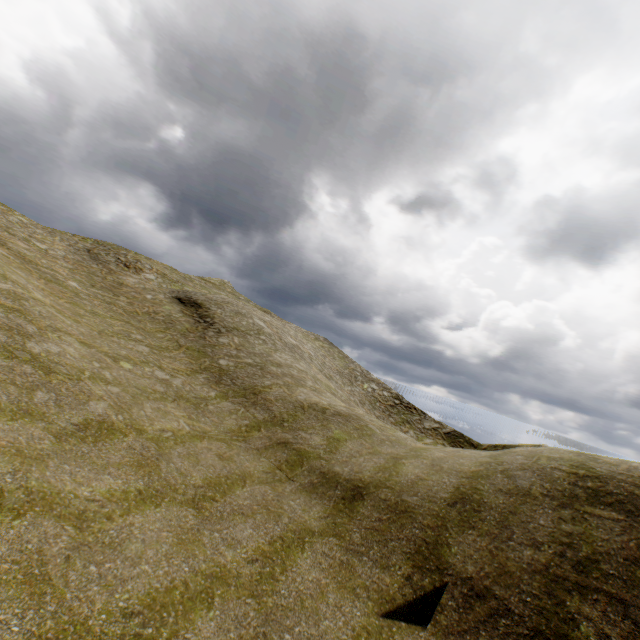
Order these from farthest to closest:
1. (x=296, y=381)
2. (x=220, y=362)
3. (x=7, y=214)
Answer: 1. (x=7, y=214)
2. (x=296, y=381)
3. (x=220, y=362)
